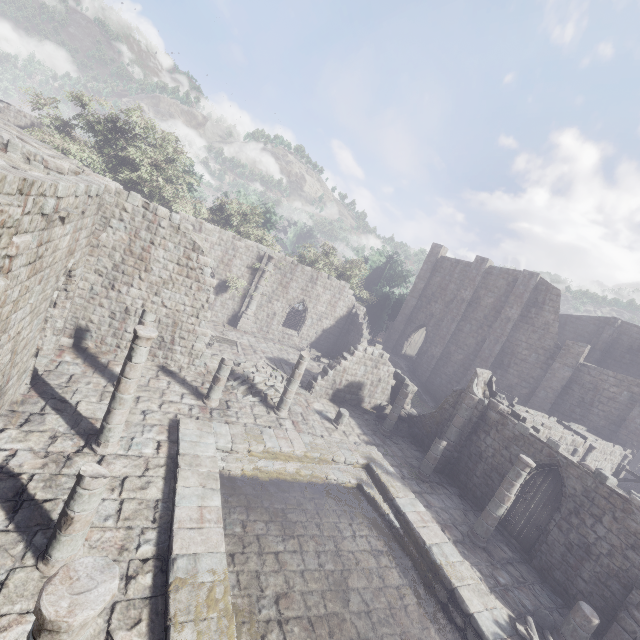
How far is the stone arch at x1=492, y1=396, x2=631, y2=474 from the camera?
16.2m

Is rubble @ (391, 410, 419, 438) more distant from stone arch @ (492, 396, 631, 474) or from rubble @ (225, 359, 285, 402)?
rubble @ (225, 359, 285, 402)

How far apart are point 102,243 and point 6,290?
7.3 meters

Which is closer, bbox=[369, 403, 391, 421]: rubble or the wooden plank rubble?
the wooden plank rubble

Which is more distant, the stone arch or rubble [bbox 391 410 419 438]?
rubble [bbox 391 410 419 438]

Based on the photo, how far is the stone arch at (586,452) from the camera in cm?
1617

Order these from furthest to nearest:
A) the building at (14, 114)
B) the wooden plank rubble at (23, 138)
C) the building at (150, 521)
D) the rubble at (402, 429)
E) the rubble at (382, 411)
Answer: the building at (14, 114) < the rubble at (382, 411) < the rubble at (402, 429) < the wooden plank rubble at (23, 138) < the building at (150, 521)

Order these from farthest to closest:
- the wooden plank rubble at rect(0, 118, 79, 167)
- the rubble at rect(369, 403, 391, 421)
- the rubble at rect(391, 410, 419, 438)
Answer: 1. the rubble at rect(369, 403, 391, 421)
2. the rubble at rect(391, 410, 419, 438)
3. the wooden plank rubble at rect(0, 118, 79, 167)
